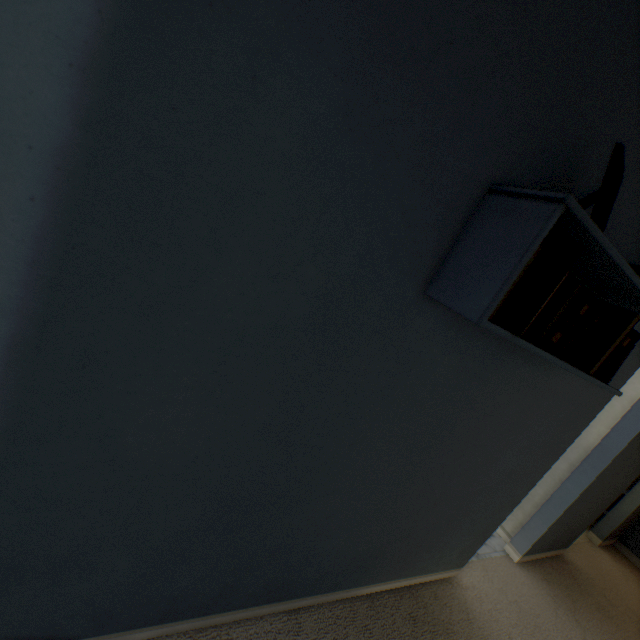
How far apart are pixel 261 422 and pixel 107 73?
0.78m

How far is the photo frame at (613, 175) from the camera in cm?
77

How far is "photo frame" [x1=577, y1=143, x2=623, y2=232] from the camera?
0.77m

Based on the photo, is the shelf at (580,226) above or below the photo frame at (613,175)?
below

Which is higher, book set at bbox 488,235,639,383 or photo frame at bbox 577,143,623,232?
photo frame at bbox 577,143,623,232

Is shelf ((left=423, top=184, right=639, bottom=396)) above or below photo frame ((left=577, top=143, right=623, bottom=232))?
below
